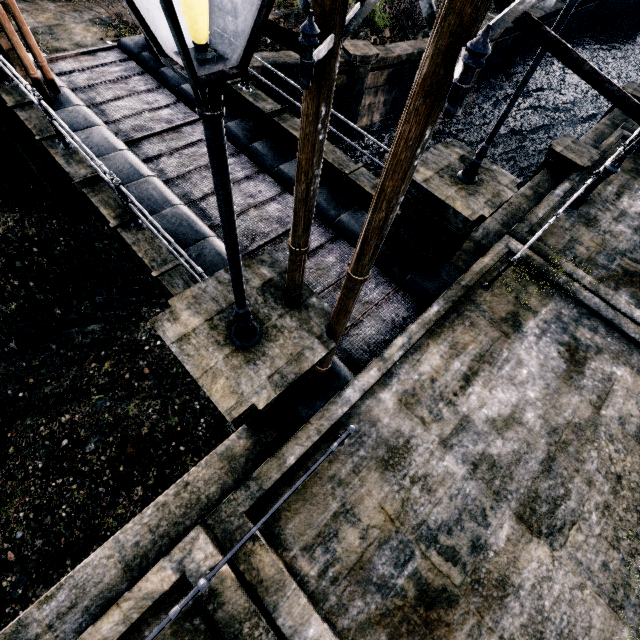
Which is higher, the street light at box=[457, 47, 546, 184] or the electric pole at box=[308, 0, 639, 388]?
the electric pole at box=[308, 0, 639, 388]

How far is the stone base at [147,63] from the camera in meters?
11.9

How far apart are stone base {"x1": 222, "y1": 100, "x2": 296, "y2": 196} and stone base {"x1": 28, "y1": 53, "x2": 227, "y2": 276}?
2.85m

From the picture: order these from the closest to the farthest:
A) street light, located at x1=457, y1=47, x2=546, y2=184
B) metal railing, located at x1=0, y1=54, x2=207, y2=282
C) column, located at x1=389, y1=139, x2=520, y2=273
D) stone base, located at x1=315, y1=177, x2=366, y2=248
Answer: street light, located at x1=457, y1=47, x2=546, y2=184, metal railing, located at x1=0, y1=54, x2=207, y2=282, column, located at x1=389, y1=139, x2=520, y2=273, stone base, located at x1=315, y1=177, x2=366, y2=248

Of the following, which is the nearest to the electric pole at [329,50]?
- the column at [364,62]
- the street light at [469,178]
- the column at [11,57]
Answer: the column at [11,57]

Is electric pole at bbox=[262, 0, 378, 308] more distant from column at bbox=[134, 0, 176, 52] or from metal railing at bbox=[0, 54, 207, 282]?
column at bbox=[134, 0, 176, 52]

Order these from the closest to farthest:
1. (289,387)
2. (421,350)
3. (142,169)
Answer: (289,387), (421,350), (142,169)

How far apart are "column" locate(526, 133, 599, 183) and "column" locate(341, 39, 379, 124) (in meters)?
9.24
